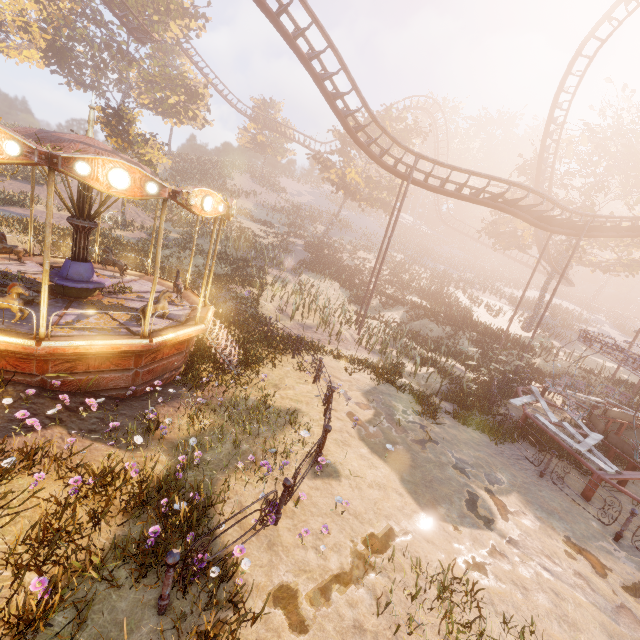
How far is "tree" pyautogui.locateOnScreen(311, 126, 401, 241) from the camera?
32.66m

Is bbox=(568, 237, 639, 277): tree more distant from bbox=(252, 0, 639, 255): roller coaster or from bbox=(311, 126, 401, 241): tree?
bbox=(311, 126, 401, 241): tree

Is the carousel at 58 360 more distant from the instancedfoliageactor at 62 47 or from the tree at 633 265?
the tree at 633 265

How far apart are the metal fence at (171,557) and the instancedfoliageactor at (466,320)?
23.64m

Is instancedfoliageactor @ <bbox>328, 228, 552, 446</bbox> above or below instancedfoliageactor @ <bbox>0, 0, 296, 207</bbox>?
below

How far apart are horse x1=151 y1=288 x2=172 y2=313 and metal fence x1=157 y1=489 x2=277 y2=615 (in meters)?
5.91

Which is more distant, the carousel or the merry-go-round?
the merry-go-round

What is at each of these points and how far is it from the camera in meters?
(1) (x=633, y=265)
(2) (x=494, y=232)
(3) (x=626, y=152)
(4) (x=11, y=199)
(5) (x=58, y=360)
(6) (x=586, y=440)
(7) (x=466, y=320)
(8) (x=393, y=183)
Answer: (1) tree, 27.7
(2) tree, 33.2
(3) tree, 26.3
(4) instancedfoliageactor, 19.3
(5) carousel, 7.0
(6) merry-go-round, 10.6
(7) instancedfoliageactor, 27.7
(8) tree, 37.0
